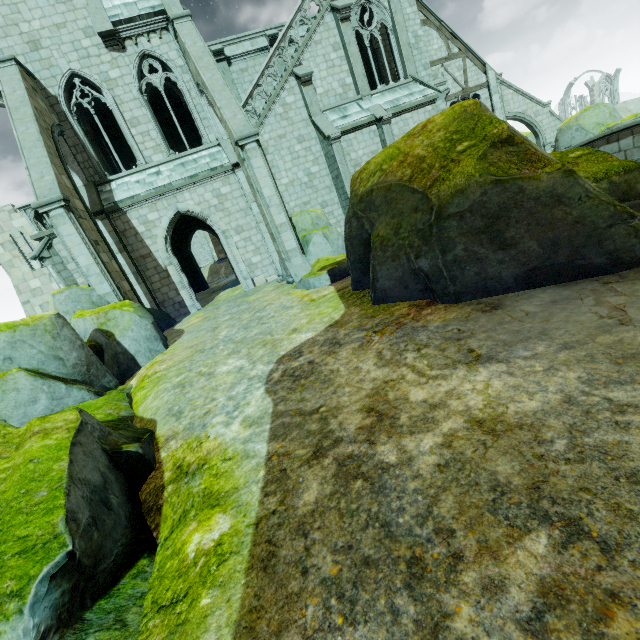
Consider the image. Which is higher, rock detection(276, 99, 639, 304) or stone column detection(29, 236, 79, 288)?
stone column detection(29, 236, 79, 288)

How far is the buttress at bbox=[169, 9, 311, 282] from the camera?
12.1m

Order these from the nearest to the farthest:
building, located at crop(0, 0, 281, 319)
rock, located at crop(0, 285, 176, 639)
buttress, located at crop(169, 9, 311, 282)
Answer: rock, located at crop(0, 285, 176, 639) → buttress, located at crop(169, 9, 311, 282) → building, located at crop(0, 0, 281, 319)

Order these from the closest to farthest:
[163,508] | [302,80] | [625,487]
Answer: [625,487] < [163,508] < [302,80]

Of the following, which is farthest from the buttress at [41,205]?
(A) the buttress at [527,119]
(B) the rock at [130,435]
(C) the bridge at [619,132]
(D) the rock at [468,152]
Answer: (A) the buttress at [527,119]

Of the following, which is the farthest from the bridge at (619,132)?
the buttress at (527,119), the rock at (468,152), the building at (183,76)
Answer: the buttress at (527,119)

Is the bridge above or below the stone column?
below

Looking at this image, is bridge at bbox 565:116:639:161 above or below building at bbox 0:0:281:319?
below
